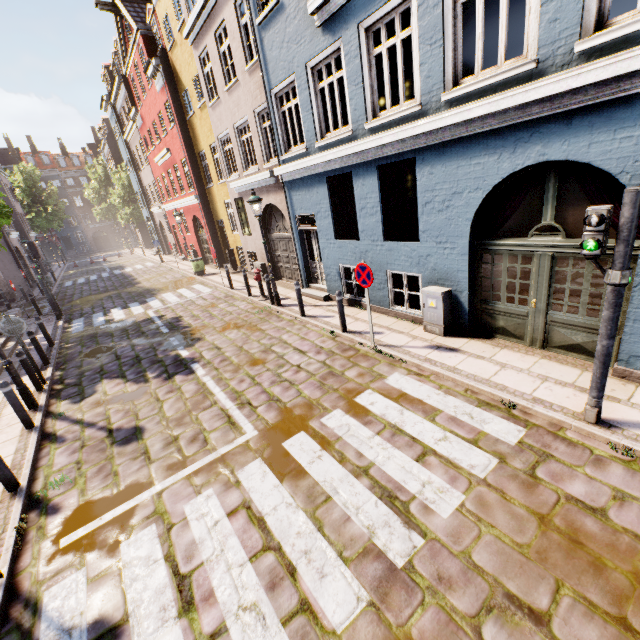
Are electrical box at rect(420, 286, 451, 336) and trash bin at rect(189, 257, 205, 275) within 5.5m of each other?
no

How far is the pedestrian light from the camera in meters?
3.5

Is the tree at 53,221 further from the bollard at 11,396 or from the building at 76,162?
the bollard at 11,396

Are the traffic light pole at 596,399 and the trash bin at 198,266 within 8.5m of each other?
no

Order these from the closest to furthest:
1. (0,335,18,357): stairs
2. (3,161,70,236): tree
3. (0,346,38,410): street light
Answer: (0,346,38,410): street light, (0,335,18,357): stairs, (3,161,70,236): tree

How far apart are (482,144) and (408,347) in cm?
406

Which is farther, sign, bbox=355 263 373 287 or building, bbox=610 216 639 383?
sign, bbox=355 263 373 287

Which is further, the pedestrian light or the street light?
the street light
